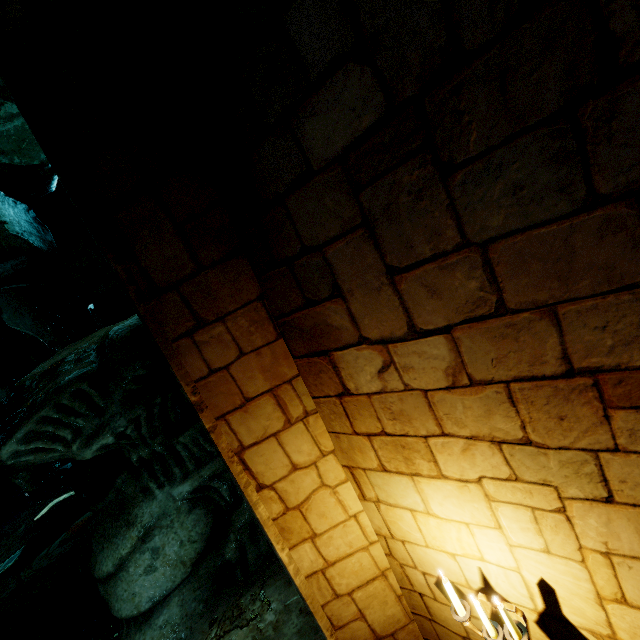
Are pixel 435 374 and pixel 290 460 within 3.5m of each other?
yes

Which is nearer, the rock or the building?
the building

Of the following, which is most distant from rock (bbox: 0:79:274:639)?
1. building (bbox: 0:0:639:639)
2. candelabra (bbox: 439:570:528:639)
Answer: candelabra (bbox: 439:570:528:639)

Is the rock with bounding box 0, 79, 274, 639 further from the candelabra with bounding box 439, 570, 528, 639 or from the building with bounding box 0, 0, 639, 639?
the candelabra with bounding box 439, 570, 528, 639

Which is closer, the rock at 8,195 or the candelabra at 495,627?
the candelabra at 495,627

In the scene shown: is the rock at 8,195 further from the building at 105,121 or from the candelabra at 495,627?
the candelabra at 495,627

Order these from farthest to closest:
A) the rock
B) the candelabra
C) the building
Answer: the rock
the candelabra
the building

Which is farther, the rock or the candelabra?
the rock
